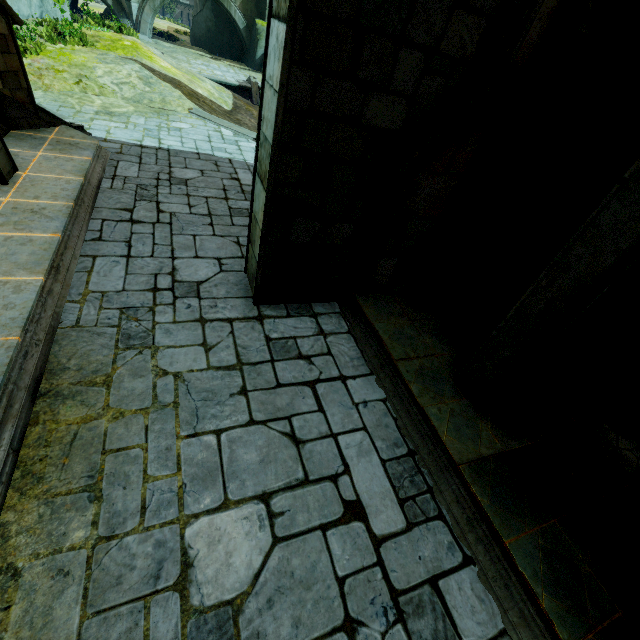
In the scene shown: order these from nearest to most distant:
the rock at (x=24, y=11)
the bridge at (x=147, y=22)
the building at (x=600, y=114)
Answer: the building at (x=600, y=114) < the rock at (x=24, y=11) < the bridge at (x=147, y=22)

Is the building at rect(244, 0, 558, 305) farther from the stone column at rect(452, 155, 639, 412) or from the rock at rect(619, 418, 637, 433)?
the stone column at rect(452, 155, 639, 412)

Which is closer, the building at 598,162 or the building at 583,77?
the building at 583,77

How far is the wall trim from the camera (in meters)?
19.19

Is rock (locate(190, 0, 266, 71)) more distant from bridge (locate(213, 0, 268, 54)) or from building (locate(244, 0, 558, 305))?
building (locate(244, 0, 558, 305))

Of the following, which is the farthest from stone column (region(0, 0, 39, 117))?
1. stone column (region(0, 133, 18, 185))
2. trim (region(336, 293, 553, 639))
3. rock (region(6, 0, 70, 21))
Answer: trim (region(336, 293, 553, 639))

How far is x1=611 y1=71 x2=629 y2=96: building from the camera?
4.8 meters

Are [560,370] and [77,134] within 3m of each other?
no
